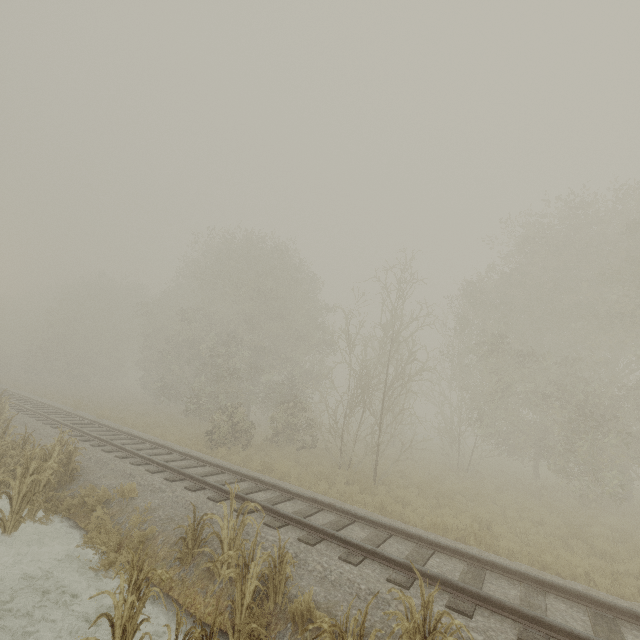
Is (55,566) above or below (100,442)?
below

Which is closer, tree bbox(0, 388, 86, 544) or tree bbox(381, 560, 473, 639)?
tree bbox(381, 560, 473, 639)

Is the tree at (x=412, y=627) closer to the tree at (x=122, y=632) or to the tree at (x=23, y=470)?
the tree at (x=122, y=632)

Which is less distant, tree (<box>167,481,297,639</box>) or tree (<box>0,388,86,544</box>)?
tree (<box>167,481,297,639</box>)

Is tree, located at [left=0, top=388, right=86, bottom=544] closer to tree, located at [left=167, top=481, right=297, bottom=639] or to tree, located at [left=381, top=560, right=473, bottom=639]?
tree, located at [left=167, top=481, right=297, bottom=639]

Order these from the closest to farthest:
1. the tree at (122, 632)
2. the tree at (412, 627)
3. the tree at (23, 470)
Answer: the tree at (412, 627)
the tree at (122, 632)
the tree at (23, 470)

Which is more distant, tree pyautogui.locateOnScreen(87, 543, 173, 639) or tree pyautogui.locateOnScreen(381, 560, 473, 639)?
tree pyautogui.locateOnScreen(87, 543, 173, 639)
